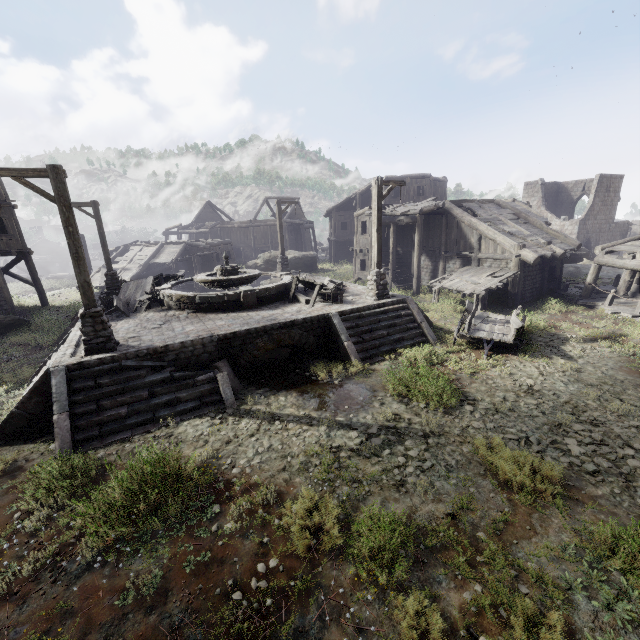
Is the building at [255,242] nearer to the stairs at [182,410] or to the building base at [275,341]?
the stairs at [182,410]

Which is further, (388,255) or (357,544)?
(388,255)

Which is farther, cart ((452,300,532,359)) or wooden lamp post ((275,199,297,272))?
wooden lamp post ((275,199,297,272))

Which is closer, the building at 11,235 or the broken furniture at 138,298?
the broken furniture at 138,298

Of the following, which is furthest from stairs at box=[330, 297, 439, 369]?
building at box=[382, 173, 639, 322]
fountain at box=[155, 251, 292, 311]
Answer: fountain at box=[155, 251, 292, 311]

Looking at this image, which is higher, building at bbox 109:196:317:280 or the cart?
building at bbox 109:196:317:280

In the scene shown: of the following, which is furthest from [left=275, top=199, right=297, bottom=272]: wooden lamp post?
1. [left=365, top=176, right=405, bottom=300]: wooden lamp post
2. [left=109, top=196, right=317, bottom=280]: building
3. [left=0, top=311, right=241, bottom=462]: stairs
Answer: [left=365, top=176, right=405, bottom=300]: wooden lamp post

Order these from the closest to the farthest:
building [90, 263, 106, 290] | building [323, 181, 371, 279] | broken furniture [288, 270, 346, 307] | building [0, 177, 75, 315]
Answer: broken furniture [288, 270, 346, 307] → building [0, 177, 75, 315] → building [323, 181, 371, 279] → building [90, 263, 106, 290]
